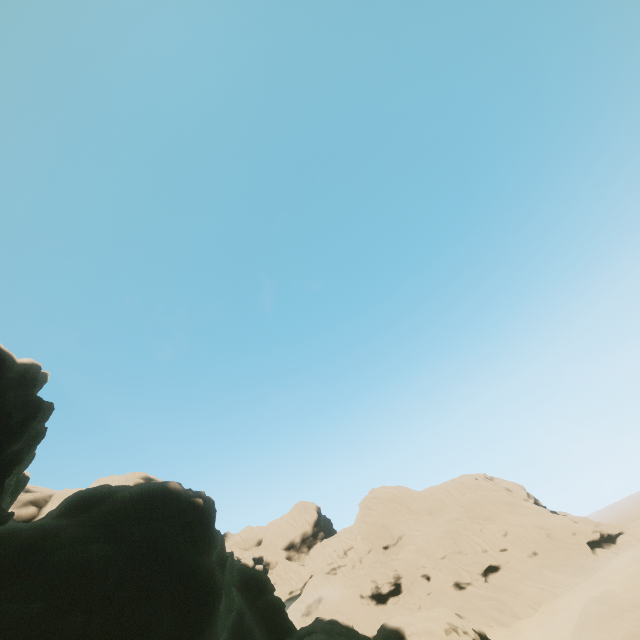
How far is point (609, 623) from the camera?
25.19m

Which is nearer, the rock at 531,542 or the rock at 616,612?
the rock at 531,542

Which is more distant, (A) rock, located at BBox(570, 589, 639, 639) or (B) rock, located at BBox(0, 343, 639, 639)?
(A) rock, located at BBox(570, 589, 639, 639)

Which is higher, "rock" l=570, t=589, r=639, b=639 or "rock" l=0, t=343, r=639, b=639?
"rock" l=0, t=343, r=639, b=639

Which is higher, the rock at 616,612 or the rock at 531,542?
the rock at 531,542
